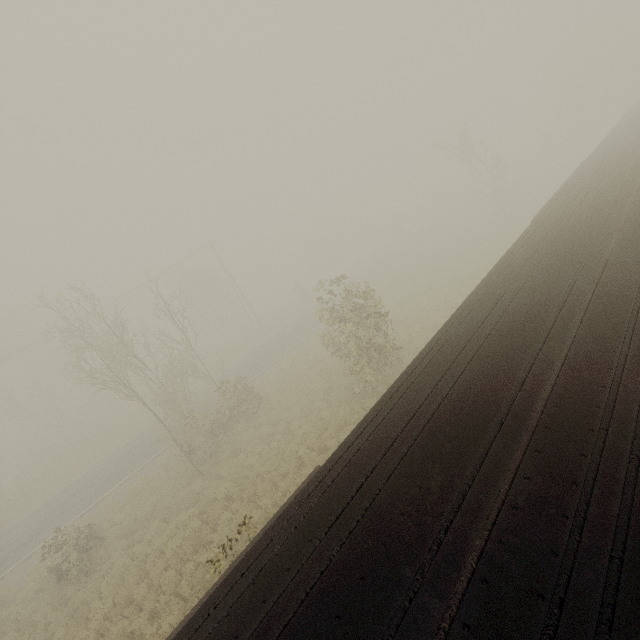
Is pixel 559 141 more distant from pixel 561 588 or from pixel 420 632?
pixel 420 632
